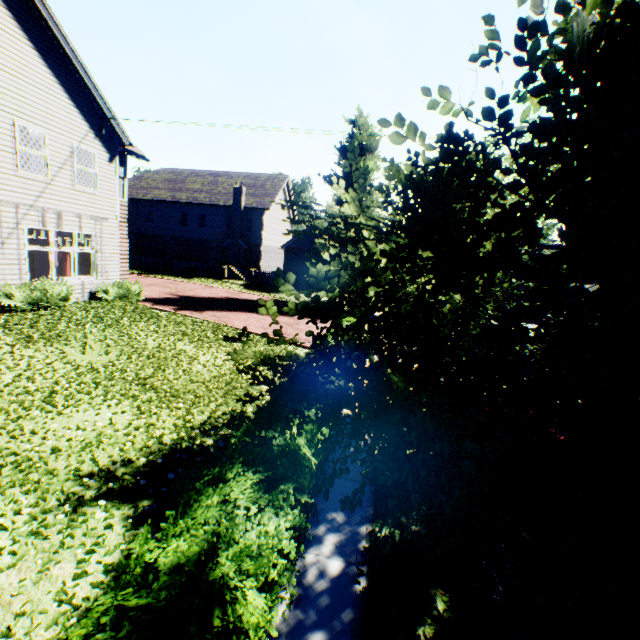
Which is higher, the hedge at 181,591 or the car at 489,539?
the hedge at 181,591

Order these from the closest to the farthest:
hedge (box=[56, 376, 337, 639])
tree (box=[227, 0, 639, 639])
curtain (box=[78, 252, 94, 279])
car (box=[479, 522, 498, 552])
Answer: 1. tree (box=[227, 0, 639, 639])
2. hedge (box=[56, 376, 337, 639])
3. car (box=[479, 522, 498, 552])
4. curtain (box=[78, 252, 94, 279])

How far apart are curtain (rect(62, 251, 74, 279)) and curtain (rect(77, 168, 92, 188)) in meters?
4.3 m

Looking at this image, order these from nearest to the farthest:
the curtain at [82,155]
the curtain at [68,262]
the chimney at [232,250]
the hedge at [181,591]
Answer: the hedge at [181,591]
the curtain at [82,155]
the curtain at [68,262]
the chimney at [232,250]

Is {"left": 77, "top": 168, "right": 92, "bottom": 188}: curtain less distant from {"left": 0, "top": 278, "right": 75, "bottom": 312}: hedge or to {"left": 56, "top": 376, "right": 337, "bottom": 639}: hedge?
{"left": 0, "top": 278, "right": 75, "bottom": 312}: hedge

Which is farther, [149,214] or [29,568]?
[149,214]

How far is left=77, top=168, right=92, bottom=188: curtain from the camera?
12.8m

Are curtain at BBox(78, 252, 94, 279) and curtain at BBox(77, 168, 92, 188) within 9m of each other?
yes
